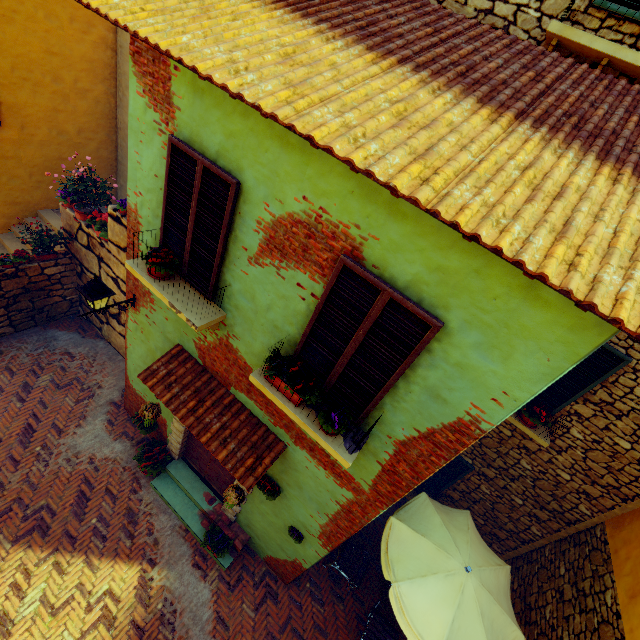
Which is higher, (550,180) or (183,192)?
(550,180)

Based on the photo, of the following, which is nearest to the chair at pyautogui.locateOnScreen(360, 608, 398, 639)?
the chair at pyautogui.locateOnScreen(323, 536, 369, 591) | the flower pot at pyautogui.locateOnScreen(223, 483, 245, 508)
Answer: the chair at pyautogui.locateOnScreen(323, 536, 369, 591)

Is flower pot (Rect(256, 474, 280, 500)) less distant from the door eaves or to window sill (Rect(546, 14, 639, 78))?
the door eaves

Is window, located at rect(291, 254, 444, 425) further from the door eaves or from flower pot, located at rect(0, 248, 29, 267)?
flower pot, located at rect(0, 248, 29, 267)

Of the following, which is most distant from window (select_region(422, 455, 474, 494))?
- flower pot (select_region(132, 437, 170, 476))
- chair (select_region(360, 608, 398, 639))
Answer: flower pot (select_region(132, 437, 170, 476))

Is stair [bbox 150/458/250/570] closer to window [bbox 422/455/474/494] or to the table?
the table

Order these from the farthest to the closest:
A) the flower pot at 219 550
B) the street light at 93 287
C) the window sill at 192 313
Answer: the flower pot at 219 550 < the street light at 93 287 < the window sill at 192 313

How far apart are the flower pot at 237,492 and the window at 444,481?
4.5 meters
